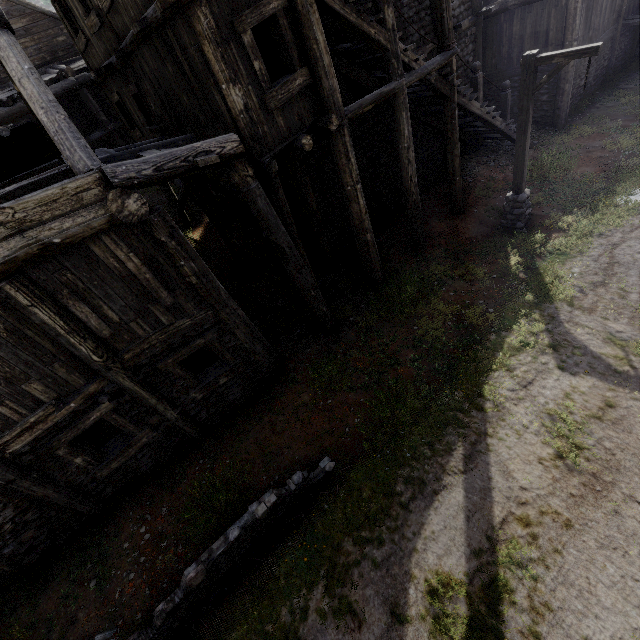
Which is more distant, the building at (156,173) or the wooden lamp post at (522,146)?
the wooden lamp post at (522,146)

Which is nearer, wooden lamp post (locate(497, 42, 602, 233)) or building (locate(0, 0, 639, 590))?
building (locate(0, 0, 639, 590))

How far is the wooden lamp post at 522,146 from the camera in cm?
732

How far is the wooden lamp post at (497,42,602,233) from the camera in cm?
732

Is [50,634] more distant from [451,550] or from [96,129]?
[96,129]
